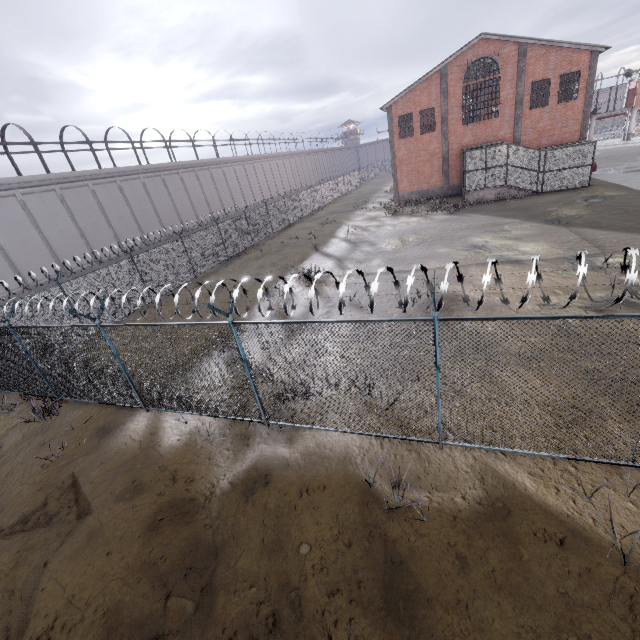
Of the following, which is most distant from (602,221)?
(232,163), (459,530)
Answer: (232,163)
